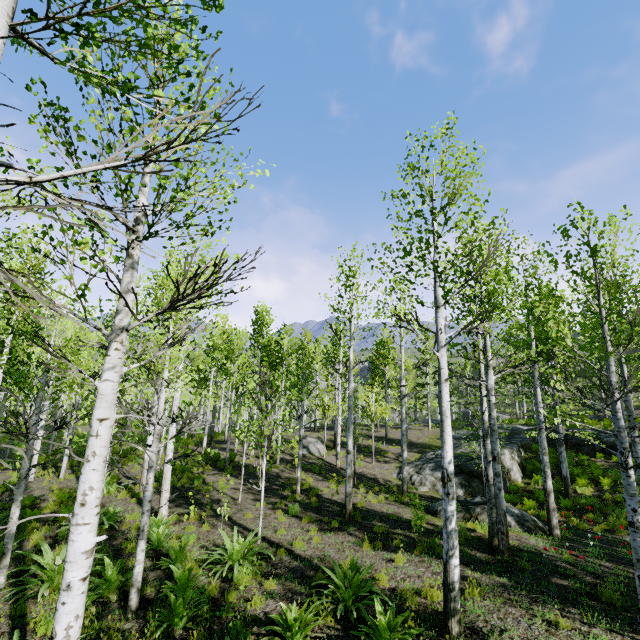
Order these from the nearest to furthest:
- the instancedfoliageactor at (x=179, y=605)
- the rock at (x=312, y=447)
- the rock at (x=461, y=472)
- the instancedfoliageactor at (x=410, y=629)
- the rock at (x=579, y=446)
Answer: the instancedfoliageactor at (x=179, y=605) < the instancedfoliageactor at (x=410, y=629) < the rock at (x=461, y=472) < the rock at (x=579, y=446) < the rock at (x=312, y=447)

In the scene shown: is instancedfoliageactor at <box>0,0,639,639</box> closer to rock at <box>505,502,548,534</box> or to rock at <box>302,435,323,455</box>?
rock at <box>302,435,323,455</box>

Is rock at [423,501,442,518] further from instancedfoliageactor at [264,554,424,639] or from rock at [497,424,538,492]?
instancedfoliageactor at [264,554,424,639]

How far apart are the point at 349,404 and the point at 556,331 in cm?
658

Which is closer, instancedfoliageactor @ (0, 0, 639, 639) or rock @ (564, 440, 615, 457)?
instancedfoliageactor @ (0, 0, 639, 639)

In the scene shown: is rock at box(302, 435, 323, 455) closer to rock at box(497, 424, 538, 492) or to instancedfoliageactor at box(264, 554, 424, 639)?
rock at box(497, 424, 538, 492)

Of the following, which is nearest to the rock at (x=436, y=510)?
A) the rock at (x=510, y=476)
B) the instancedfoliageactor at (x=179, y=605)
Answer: the rock at (x=510, y=476)

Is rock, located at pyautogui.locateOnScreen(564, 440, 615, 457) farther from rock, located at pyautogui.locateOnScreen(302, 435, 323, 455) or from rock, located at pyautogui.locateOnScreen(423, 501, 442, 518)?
rock, located at pyautogui.locateOnScreen(302, 435, 323, 455)
